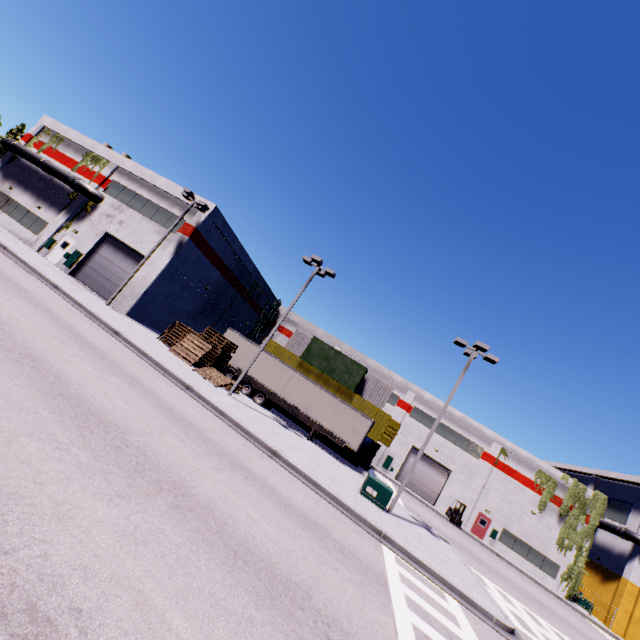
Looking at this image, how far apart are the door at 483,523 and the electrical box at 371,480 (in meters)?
25.97

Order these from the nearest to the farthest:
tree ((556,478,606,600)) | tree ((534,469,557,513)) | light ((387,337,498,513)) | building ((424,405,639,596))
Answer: light ((387,337,498,513)) → tree ((556,478,606,600)) → building ((424,405,639,596)) → tree ((534,469,557,513))

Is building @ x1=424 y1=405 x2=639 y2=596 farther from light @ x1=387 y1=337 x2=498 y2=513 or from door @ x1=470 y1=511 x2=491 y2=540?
light @ x1=387 y1=337 x2=498 y2=513

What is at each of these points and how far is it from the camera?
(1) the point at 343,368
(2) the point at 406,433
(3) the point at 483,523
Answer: (1) cargo container, 31.5m
(2) building, 39.1m
(3) door, 35.3m

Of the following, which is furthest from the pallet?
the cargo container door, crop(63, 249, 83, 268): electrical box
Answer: the cargo container door

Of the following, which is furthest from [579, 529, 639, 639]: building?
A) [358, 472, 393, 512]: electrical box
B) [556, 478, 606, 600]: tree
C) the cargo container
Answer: [358, 472, 393, 512]: electrical box

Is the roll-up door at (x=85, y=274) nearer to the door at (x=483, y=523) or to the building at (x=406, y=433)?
the building at (x=406, y=433)

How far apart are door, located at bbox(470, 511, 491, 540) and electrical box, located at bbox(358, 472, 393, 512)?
26.0 meters
